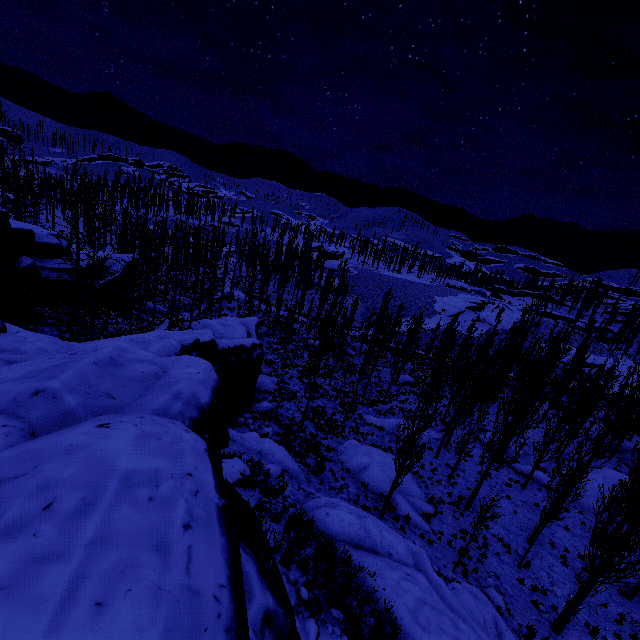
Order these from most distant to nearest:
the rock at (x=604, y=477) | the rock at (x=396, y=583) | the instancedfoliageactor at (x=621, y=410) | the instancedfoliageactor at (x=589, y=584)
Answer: the rock at (x=604, y=477), the instancedfoliageactor at (x=621, y=410), the instancedfoliageactor at (x=589, y=584), the rock at (x=396, y=583)

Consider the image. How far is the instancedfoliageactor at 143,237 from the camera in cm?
1686

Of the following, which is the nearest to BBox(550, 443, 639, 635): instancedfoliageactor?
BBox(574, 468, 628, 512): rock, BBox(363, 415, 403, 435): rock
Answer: BBox(574, 468, 628, 512): rock

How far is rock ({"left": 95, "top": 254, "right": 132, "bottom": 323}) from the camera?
25.73m

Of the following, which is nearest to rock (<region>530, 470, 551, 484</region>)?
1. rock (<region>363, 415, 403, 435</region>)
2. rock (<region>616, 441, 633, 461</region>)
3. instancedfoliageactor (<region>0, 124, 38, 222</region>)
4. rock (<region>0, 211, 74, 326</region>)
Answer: instancedfoliageactor (<region>0, 124, 38, 222</region>)

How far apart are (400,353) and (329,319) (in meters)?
14.35

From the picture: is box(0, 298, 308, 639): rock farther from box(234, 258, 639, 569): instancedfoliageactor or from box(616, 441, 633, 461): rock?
box(616, 441, 633, 461): rock

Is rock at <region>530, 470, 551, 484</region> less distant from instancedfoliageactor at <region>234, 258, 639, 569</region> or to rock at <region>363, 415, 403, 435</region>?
instancedfoliageactor at <region>234, 258, 639, 569</region>
